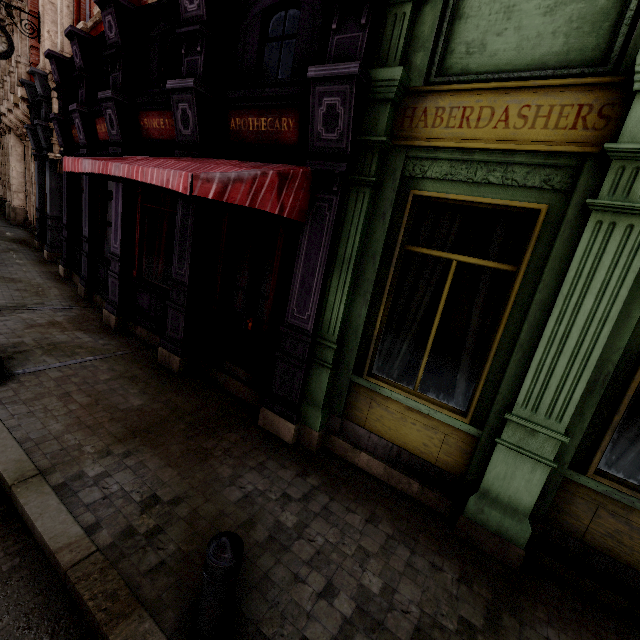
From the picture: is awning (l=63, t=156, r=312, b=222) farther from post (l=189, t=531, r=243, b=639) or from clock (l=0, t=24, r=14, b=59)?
clock (l=0, t=24, r=14, b=59)

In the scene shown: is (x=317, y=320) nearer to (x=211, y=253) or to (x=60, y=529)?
(x=211, y=253)

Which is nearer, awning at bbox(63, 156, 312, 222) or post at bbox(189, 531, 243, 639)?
post at bbox(189, 531, 243, 639)

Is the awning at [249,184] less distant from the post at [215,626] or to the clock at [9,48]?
the post at [215,626]

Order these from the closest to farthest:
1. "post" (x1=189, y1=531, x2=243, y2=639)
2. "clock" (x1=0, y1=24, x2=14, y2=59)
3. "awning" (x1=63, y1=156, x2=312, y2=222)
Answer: "post" (x1=189, y1=531, x2=243, y2=639)
"awning" (x1=63, y1=156, x2=312, y2=222)
"clock" (x1=0, y1=24, x2=14, y2=59)

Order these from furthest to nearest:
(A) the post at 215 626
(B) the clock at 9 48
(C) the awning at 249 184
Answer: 1. (B) the clock at 9 48
2. (C) the awning at 249 184
3. (A) the post at 215 626
